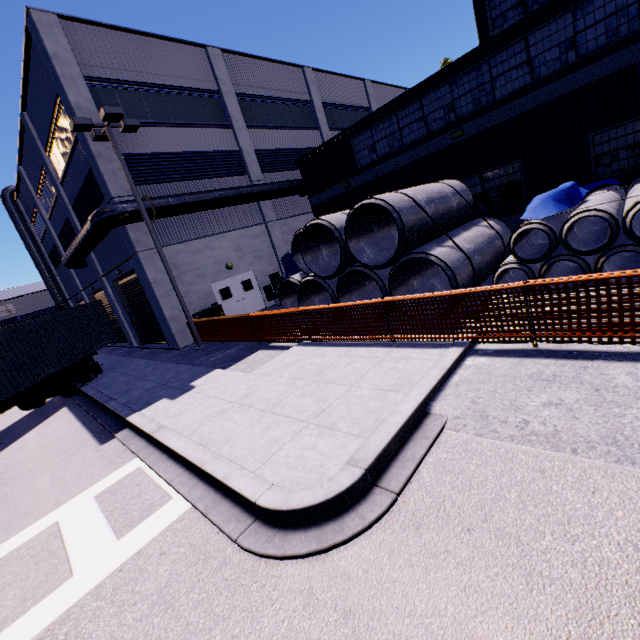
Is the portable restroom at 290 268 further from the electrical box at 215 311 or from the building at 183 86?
the electrical box at 215 311

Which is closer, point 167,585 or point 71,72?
point 167,585

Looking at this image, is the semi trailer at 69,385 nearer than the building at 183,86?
No

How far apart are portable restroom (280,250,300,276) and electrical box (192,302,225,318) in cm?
372

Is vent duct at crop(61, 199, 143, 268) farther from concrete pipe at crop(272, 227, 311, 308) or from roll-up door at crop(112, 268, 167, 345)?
concrete pipe at crop(272, 227, 311, 308)

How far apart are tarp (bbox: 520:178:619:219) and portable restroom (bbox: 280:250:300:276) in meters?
10.1

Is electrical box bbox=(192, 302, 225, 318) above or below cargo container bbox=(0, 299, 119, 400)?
below

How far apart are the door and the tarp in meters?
14.6 m
